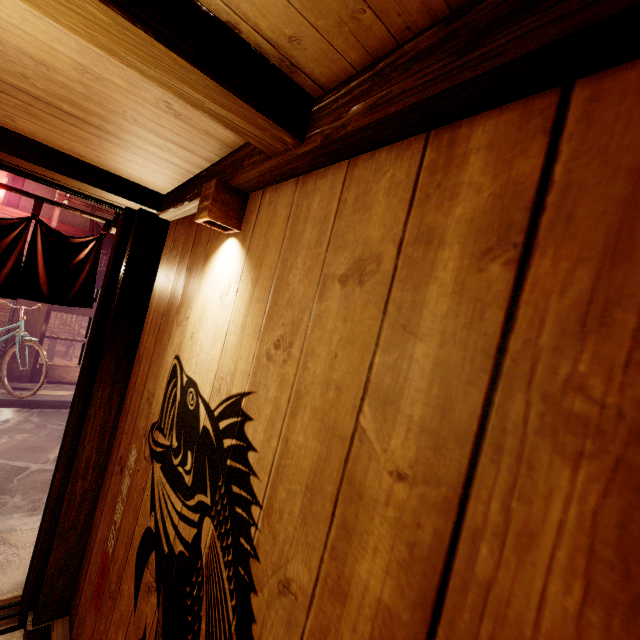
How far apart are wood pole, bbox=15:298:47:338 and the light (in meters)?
11.62

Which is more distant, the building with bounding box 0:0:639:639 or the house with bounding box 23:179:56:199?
the house with bounding box 23:179:56:199

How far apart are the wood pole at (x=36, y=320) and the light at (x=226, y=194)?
11.6 meters

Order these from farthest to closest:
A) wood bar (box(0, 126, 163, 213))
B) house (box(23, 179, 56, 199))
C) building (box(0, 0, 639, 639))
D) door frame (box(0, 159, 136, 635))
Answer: house (box(23, 179, 56, 199)) < door frame (box(0, 159, 136, 635)) < wood bar (box(0, 126, 163, 213)) < building (box(0, 0, 639, 639))

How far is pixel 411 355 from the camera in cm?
101

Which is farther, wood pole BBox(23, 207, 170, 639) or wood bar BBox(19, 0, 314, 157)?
wood pole BBox(23, 207, 170, 639)

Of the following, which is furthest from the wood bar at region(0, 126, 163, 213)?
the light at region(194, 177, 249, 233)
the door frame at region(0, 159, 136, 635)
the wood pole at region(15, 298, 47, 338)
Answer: the wood pole at region(15, 298, 47, 338)

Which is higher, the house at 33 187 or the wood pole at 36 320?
the house at 33 187
